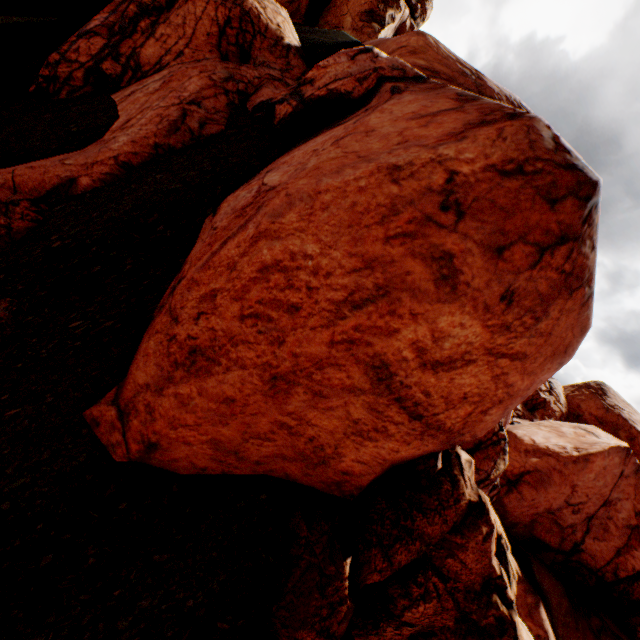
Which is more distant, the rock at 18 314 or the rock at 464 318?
the rock at 18 314

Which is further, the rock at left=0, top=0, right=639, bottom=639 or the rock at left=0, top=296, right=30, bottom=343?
the rock at left=0, top=296, right=30, bottom=343

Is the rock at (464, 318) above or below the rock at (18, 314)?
above

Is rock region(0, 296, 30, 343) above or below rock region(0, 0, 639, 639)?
below

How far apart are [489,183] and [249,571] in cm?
403
